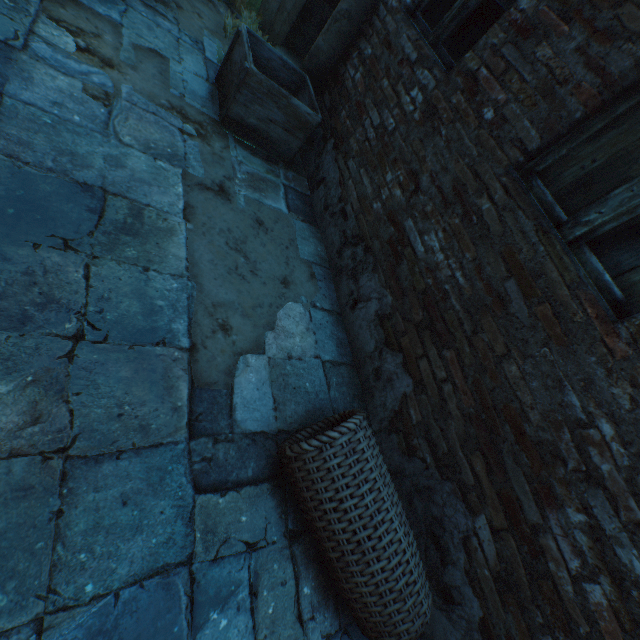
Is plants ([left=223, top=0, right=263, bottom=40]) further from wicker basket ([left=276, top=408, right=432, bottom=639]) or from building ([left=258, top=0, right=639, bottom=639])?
wicker basket ([left=276, top=408, right=432, bottom=639])

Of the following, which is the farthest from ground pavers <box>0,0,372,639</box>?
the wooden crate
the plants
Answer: the plants

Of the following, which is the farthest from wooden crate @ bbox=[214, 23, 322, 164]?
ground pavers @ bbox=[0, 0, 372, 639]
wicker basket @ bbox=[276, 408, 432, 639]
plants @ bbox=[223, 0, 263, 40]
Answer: wicker basket @ bbox=[276, 408, 432, 639]

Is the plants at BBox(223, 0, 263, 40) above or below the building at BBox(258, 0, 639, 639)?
below

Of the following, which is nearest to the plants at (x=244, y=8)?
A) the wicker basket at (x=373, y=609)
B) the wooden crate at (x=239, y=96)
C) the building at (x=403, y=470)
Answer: the building at (x=403, y=470)

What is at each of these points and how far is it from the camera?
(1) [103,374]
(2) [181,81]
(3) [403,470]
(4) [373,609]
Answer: (1) ground pavers, 1.4m
(2) ground pavers, 2.7m
(3) building, 2.0m
(4) wicker basket, 1.4m

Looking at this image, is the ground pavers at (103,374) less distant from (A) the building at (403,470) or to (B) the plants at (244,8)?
(A) the building at (403,470)

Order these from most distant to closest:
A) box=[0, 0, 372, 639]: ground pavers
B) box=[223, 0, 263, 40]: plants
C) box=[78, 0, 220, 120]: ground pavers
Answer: box=[223, 0, 263, 40]: plants
box=[78, 0, 220, 120]: ground pavers
box=[0, 0, 372, 639]: ground pavers
